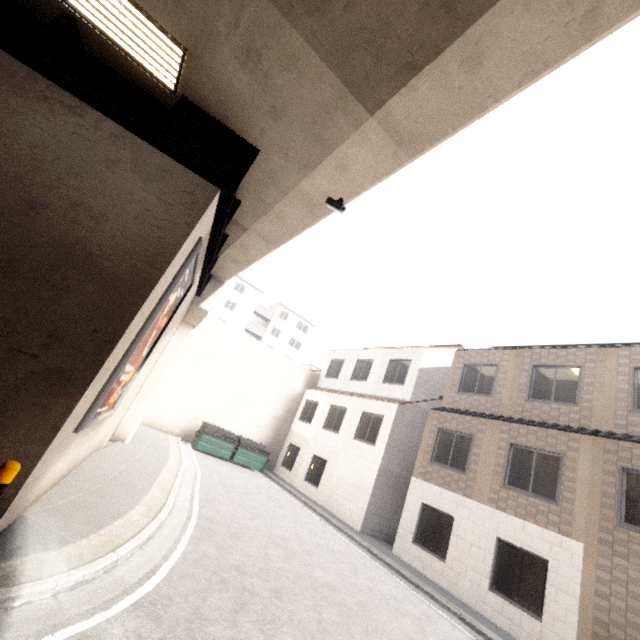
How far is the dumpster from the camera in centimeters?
1741cm

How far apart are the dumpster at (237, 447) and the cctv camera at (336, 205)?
14.96m

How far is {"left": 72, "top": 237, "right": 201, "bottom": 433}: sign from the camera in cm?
541

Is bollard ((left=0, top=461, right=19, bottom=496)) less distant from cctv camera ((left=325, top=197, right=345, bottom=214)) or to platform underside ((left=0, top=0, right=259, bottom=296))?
platform underside ((left=0, top=0, right=259, bottom=296))

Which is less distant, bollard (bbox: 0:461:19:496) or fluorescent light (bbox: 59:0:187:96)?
bollard (bbox: 0:461:19:496)

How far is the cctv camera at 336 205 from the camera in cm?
627

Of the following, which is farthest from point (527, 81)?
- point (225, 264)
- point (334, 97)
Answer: point (225, 264)

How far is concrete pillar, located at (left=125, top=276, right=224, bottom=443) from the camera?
12.3m
